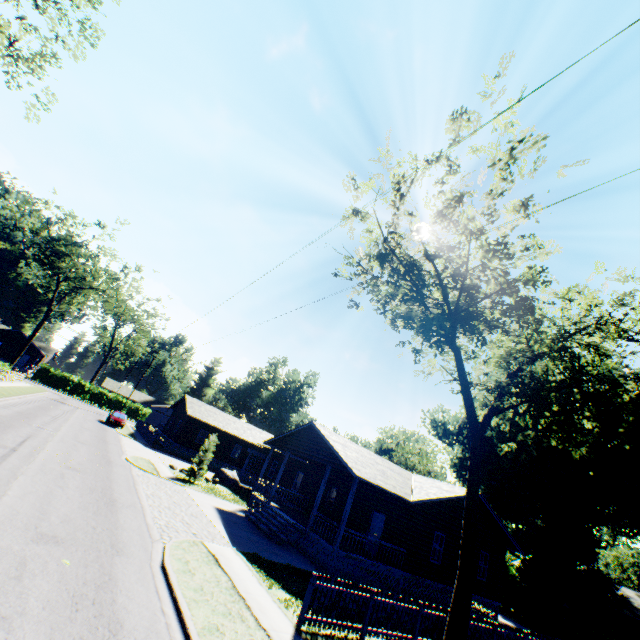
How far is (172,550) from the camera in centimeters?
999cm

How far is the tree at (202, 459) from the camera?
24.1 meters

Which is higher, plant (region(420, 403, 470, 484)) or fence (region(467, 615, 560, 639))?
plant (region(420, 403, 470, 484))

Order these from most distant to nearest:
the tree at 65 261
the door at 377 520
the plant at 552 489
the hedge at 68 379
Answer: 1. the hedge at 68 379
2. the tree at 65 261
3. the plant at 552 489
4. the door at 377 520

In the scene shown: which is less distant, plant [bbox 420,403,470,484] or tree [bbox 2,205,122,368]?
plant [bbox 420,403,470,484]

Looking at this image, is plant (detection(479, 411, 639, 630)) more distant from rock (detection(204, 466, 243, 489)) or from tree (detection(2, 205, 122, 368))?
tree (detection(2, 205, 122, 368))

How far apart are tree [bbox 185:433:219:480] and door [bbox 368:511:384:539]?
12.8m

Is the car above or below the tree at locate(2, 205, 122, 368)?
below
